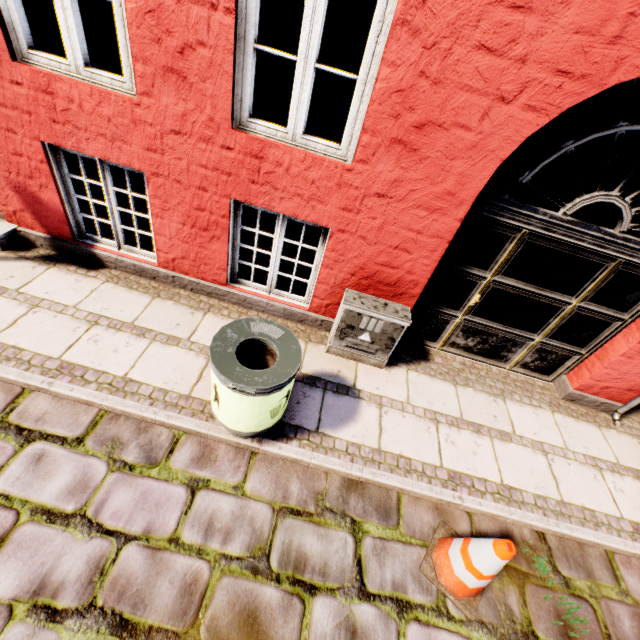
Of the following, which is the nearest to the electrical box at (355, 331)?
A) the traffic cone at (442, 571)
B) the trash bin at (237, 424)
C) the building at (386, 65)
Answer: the building at (386, 65)

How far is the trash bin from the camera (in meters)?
2.35

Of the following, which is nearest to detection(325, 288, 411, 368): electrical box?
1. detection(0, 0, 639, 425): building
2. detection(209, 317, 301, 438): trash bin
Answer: detection(0, 0, 639, 425): building

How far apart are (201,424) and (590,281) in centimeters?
437cm

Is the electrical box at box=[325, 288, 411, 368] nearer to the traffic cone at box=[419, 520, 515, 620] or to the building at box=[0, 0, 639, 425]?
the building at box=[0, 0, 639, 425]

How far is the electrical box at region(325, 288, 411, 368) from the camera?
3.51m

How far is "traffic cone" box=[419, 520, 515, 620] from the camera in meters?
2.3 m

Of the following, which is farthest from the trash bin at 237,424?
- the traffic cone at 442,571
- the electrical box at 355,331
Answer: the traffic cone at 442,571
